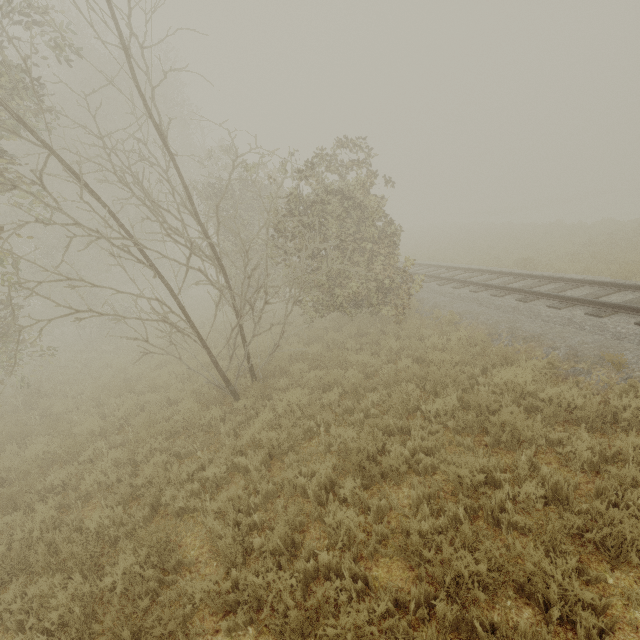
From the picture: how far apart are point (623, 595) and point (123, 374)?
12.6m
